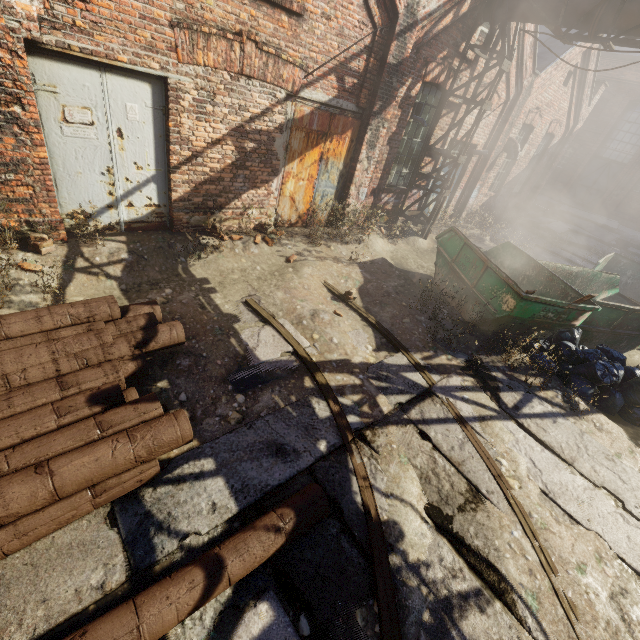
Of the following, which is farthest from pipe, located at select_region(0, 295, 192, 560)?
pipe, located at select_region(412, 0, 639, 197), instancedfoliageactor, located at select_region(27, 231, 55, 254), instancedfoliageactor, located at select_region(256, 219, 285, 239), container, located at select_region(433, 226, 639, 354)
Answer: container, located at select_region(433, 226, 639, 354)

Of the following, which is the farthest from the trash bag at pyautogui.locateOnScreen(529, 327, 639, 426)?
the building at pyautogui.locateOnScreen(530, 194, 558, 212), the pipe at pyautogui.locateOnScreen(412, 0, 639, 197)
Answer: the building at pyautogui.locateOnScreen(530, 194, 558, 212)

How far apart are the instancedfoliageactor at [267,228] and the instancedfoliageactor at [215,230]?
0.98m

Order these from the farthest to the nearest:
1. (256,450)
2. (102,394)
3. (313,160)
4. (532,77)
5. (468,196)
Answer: (468,196), (532,77), (313,160), (256,450), (102,394)

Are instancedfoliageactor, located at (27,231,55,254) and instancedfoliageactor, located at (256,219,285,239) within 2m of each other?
no

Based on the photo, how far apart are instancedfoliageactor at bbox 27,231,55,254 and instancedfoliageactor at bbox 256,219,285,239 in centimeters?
382cm

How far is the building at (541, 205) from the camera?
20.53m

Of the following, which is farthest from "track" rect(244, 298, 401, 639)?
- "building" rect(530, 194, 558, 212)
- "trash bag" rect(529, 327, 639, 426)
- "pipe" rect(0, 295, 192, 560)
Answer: "building" rect(530, 194, 558, 212)
